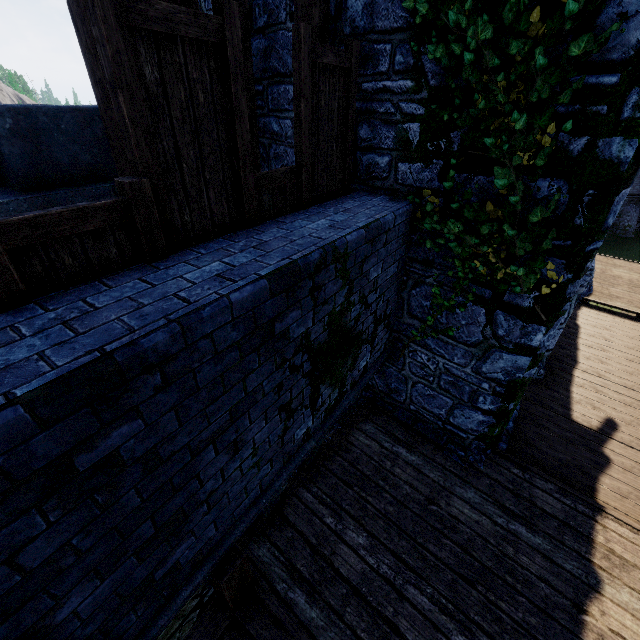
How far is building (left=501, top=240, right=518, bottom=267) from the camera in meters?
3.9 m

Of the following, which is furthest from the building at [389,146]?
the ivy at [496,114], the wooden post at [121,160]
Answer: the wooden post at [121,160]

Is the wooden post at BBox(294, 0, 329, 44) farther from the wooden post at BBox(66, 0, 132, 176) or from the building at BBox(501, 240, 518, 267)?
the wooden post at BBox(66, 0, 132, 176)

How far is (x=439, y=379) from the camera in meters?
5.4 m

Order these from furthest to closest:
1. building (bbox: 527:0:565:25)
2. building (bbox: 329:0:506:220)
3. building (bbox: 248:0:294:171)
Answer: building (bbox: 248:0:294:171)
building (bbox: 329:0:506:220)
building (bbox: 527:0:565:25)

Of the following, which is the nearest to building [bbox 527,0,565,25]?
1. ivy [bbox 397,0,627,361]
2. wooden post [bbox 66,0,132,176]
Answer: ivy [bbox 397,0,627,361]

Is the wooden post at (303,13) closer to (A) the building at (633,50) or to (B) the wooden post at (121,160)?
(A) the building at (633,50)
